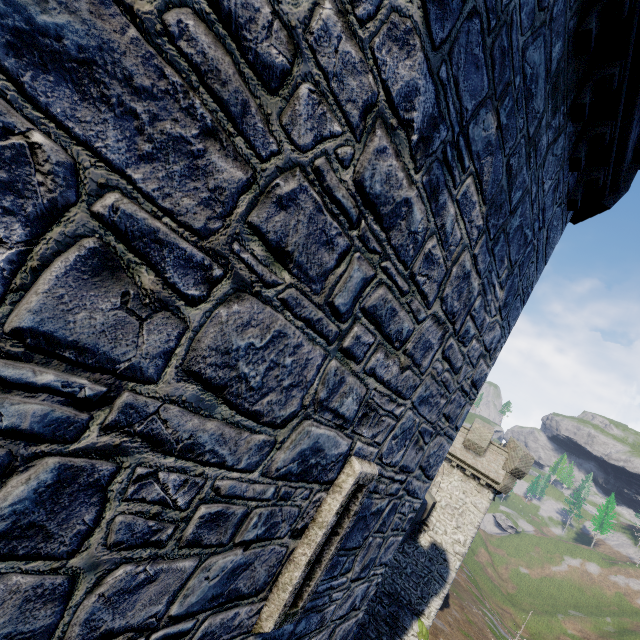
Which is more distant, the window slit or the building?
the window slit

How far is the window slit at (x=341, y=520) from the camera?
3.3m

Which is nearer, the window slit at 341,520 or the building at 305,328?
the building at 305,328

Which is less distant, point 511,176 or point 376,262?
point 376,262

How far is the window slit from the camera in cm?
335
